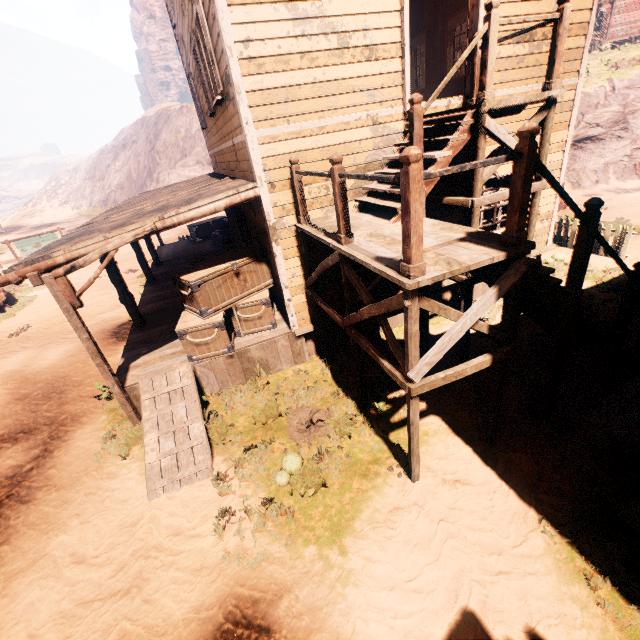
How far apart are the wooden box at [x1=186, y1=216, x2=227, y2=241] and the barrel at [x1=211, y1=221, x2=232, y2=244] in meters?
1.2

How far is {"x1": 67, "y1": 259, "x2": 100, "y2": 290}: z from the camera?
17.5m

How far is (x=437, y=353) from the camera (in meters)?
3.77

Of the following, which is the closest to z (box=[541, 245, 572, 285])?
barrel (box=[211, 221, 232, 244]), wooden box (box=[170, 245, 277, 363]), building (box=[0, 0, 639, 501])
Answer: building (box=[0, 0, 639, 501])

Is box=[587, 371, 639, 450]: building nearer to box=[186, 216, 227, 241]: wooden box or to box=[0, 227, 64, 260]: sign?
box=[186, 216, 227, 241]: wooden box

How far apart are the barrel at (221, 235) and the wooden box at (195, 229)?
1.2 meters

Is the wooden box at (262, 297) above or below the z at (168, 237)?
above

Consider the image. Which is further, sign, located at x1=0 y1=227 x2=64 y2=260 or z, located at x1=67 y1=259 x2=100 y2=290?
sign, located at x1=0 y1=227 x2=64 y2=260
